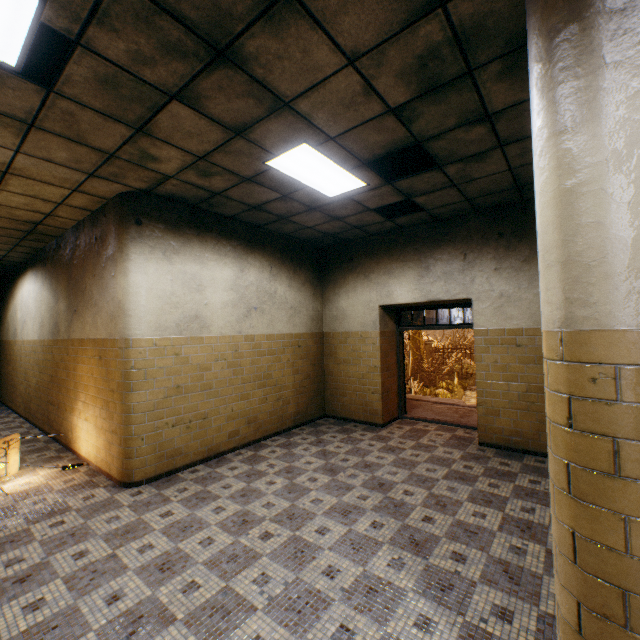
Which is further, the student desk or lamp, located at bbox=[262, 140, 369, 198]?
the student desk

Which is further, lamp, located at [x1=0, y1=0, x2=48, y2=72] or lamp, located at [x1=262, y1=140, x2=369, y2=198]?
lamp, located at [x1=262, y1=140, x2=369, y2=198]

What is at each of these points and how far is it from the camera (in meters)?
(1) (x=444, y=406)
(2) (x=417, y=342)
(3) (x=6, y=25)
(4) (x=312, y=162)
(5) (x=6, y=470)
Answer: (1) stairs, 8.20
(2) tree, 19.55
(3) lamp, 2.03
(4) lamp, 3.76
(5) student desk, 4.48

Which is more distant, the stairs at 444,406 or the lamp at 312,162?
the stairs at 444,406

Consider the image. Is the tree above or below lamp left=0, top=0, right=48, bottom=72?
below

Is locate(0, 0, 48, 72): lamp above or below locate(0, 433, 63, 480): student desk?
above

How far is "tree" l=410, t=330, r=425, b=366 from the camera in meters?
19.5

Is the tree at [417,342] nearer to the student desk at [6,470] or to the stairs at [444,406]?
the stairs at [444,406]
